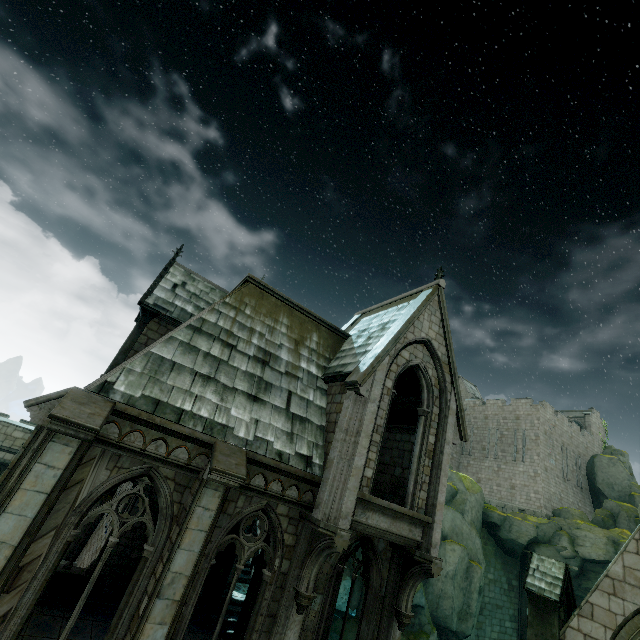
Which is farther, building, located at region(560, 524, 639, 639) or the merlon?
the merlon

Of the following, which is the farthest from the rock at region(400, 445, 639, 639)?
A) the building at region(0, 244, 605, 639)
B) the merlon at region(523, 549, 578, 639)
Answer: the merlon at region(523, 549, 578, 639)

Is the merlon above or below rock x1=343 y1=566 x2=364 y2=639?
above

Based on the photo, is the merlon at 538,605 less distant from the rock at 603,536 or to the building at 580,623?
the building at 580,623

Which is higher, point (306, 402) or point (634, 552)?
point (306, 402)

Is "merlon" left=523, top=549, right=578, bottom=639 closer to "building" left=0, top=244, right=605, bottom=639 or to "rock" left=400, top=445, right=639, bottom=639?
"building" left=0, top=244, right=605, bottom=639

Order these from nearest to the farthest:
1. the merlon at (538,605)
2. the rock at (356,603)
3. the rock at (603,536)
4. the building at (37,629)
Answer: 1. the building at (37,629)
2. the merlon at (538,605)
3. the rock at (356,603)
4. the rock at (603,536)

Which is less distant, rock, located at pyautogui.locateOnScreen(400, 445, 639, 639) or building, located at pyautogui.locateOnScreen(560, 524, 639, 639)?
building, located at pyautogui.locateOnScreen(560, 524, 639, 639)
